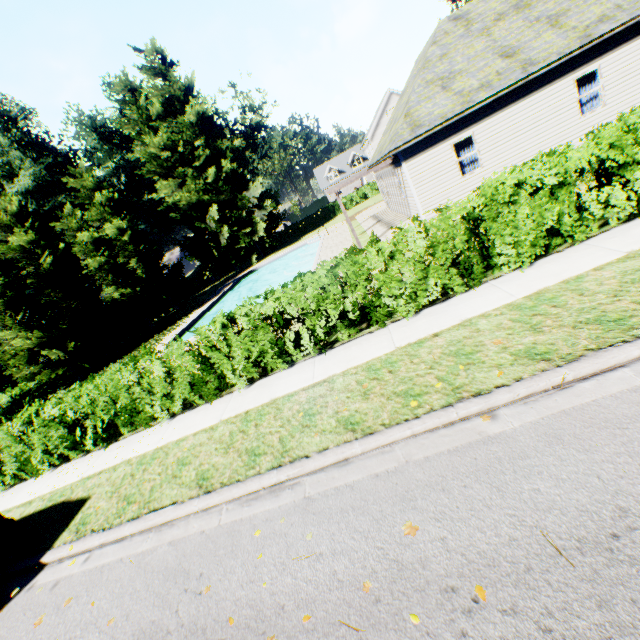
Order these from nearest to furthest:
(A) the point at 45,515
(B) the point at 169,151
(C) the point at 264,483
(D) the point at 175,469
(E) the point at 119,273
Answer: (C) the point at 264,483 < (D) the point at 175,469 < (A) the point at 45,515 < (E) the point at 119,273 < (B) the point at 169,151

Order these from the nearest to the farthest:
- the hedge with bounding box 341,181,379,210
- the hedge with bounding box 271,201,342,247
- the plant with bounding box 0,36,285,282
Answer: the plant with bounding box 0,36,285,282 < the hedge with bounding box 341,181,379,210 < the hedge with bounding box 271,201,342,247

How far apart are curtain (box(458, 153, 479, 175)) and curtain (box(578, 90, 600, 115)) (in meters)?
3.99

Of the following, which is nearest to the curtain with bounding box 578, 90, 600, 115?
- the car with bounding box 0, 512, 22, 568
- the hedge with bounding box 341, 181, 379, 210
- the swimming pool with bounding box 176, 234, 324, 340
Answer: the swimming pool with bounding box 176, 234, 324, 340

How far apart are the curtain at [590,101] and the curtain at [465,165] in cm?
399

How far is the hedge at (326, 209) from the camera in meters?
45.8 m

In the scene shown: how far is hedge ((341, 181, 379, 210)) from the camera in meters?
44.5 m
